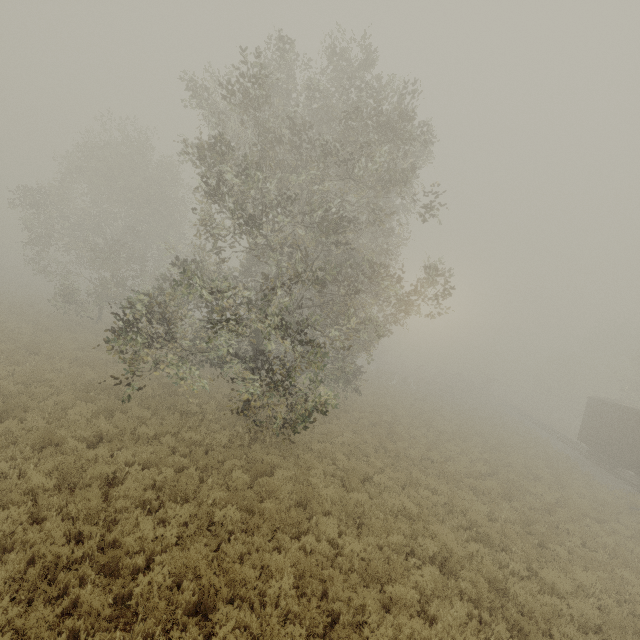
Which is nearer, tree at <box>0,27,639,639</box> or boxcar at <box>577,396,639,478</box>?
tree at <box>0,27,639,639</box>

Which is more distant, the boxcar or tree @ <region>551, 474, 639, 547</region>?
the boxcar

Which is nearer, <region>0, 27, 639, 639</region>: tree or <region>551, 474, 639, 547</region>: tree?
<region>0, 27, 639, 639</region>: tree

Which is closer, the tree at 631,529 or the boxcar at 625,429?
the tree at 631,529

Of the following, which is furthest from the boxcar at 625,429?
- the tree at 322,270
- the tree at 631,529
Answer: the tree at 322,270

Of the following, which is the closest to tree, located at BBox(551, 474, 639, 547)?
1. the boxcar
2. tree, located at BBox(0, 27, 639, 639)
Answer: tree, located at BBox(0, 27, 639, 639)

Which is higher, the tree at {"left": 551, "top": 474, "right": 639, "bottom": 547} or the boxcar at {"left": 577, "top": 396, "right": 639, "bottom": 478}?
the boxcar at {"left": 577, "top": 396, "right": 639, "bottom": 478}

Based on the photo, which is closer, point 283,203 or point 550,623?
point 550,623
